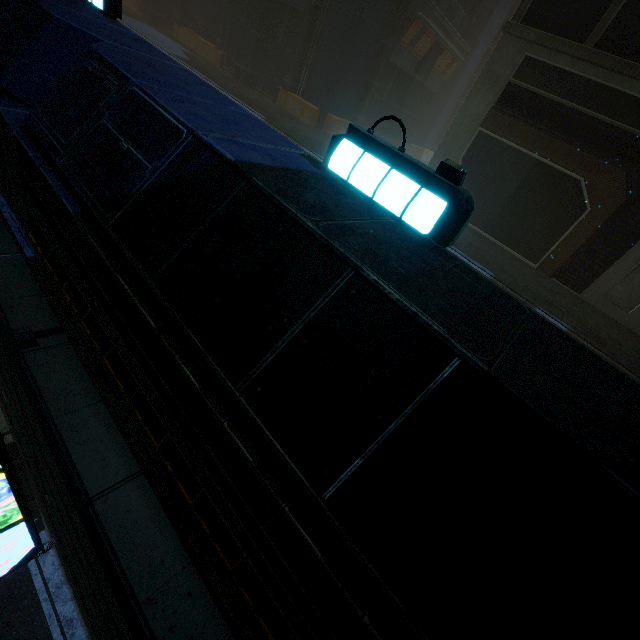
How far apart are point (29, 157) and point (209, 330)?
3.00m

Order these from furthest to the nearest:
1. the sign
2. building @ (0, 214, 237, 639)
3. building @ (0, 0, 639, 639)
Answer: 1. the sign
2. building @ (0, 214, 237, 639)
3. building @ (0, 0, 639, 639)

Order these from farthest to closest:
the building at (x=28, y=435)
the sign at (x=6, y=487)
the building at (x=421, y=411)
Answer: the sign at (x=6, y=487) < the building at (x=28, y=435) < the building at (x=421, y=411)

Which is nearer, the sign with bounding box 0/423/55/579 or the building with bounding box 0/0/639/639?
the building with bounding box 0/0/639/639

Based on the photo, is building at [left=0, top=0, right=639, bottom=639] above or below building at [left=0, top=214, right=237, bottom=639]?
above

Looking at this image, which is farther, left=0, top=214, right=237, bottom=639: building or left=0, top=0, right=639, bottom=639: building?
left=0, top=214, right=237, bottom=639: building

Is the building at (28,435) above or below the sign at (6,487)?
above
